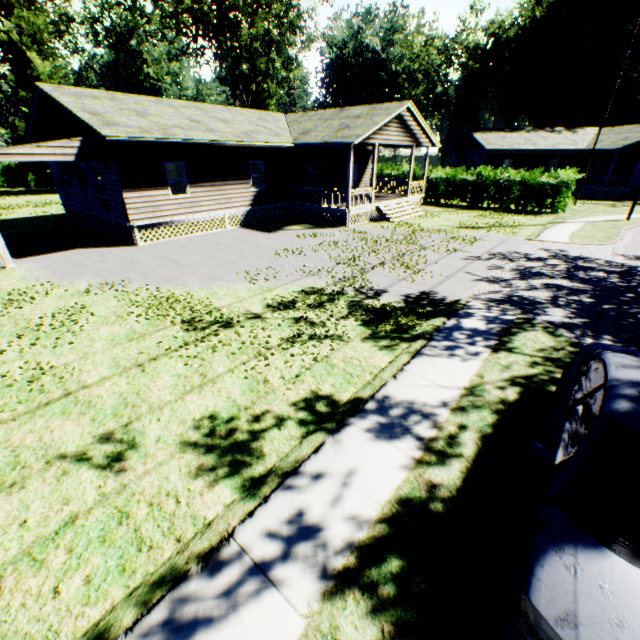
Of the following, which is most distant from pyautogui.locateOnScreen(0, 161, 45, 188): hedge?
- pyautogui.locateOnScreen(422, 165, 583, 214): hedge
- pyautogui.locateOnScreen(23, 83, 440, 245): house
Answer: pyautogui.locateOnScreen(422, 165, 583, 214): hedge

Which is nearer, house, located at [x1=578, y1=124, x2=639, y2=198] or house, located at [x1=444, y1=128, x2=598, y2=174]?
house, located at [x1=578, y1=124, x2=639, y2=198]

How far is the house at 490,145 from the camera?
33.9m

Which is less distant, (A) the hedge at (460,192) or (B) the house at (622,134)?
(A) the hedge at (460,192)

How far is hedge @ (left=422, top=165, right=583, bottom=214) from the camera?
23.2m

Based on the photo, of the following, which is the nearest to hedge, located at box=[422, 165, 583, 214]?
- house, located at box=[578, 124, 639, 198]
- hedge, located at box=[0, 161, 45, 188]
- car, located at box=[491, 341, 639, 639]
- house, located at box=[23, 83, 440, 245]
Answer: house, located at box=[23, 83, 440, 245]

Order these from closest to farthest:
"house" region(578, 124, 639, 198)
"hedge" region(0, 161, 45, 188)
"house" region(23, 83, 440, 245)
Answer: "house" region(23, 83, 440, 245) < "house" region(578, 124, 639, 198) < "hedge" region(0, 161, 45, 188)

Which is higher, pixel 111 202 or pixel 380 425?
pixel 111 202
